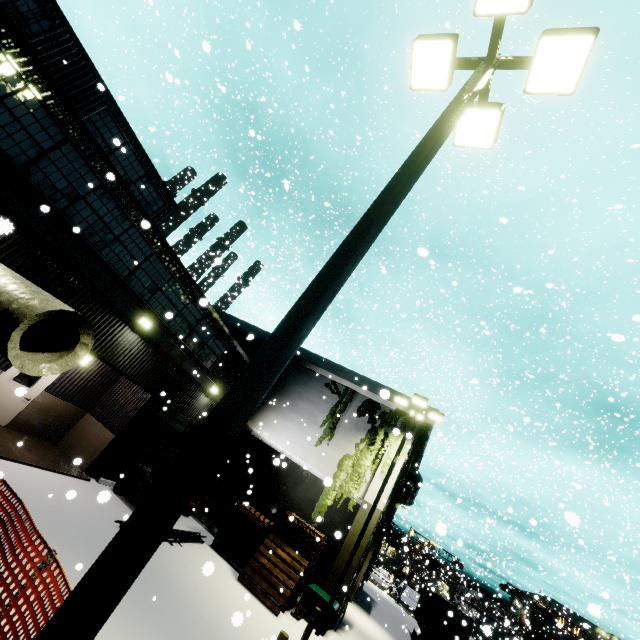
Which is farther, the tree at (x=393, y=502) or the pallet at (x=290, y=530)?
the tree at (x=393, y=502)

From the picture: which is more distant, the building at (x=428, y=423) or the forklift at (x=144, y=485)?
the building at (x=428, y=423)

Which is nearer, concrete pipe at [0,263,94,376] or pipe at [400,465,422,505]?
concrete pipe at [0,263,94,376]

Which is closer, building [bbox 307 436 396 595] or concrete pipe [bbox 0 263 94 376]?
concrete pipe [bbox 0 263 94 376]

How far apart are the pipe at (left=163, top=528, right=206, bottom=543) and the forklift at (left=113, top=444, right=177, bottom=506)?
0.1 meters

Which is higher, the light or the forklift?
the light

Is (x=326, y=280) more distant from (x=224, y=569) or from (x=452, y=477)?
(x=452, y=477)

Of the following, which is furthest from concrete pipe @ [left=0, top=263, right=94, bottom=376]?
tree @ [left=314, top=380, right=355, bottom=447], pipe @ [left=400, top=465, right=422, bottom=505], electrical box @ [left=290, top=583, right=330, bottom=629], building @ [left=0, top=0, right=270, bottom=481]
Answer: pipe @ [left=400, top=465, right=422, bottom=505]
